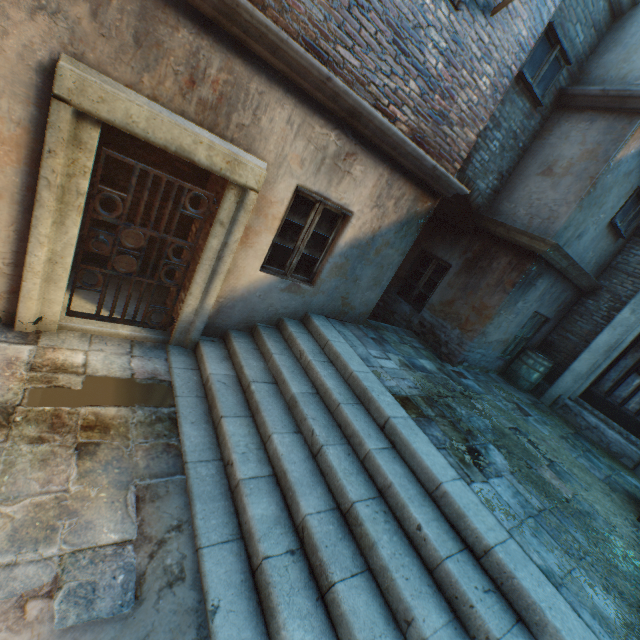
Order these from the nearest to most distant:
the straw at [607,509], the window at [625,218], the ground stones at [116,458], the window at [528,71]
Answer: the ground stones at [116,458] → the straw at [607,509] → the window at [528,71] → the window at [625,218]

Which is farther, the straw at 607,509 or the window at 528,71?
the window at 528,71

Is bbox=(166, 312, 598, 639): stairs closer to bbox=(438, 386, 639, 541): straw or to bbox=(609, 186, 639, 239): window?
bbox=(438, 386, 639, 541): straw

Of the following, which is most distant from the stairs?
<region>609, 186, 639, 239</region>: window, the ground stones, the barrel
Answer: <region>609, 186, 639, 239</region>: window

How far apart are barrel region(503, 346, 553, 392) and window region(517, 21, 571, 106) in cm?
506

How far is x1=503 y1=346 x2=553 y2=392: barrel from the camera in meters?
7.5

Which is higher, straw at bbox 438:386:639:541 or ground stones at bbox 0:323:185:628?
straw at bbox 438:386:639:541

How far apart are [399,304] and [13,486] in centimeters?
751cm
